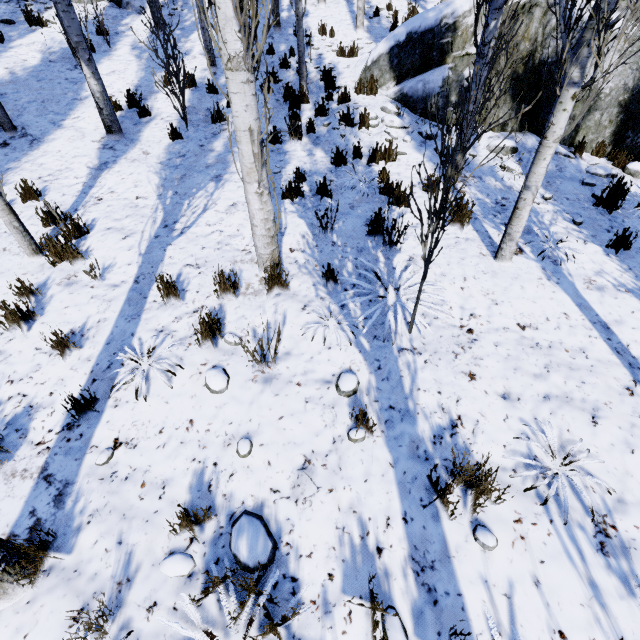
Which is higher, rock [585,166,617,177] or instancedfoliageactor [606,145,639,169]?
instancedfoliageactor [606,145,639,169]

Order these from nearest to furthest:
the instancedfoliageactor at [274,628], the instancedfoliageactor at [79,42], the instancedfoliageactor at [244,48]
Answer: the instancedfoliageactor at [274,628] < the instancedfoliageactor at [244,48] < the instancedfoliageactor at [79,42]

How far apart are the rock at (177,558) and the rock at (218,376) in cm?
126

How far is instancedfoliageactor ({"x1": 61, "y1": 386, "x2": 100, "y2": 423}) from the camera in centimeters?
279cm

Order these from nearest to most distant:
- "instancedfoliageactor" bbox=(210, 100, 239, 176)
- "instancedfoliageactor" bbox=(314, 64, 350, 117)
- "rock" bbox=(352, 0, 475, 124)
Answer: "instancedfoliageactor" bbox=(210, 100, 239, 176) → "rock" bbox=(352, 0, 475, 124) → "instancedfoliageactor" bbox=(314, 64, 350, 117)

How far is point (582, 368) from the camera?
3.26m

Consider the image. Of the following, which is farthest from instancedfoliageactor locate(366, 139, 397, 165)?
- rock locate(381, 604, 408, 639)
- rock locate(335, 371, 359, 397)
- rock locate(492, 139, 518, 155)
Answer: rock locate(492, 139, 518, 155)

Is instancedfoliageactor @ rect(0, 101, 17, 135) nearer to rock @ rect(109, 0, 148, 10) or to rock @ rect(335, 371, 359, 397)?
rock @ rect(335, 371, 359, 397)
